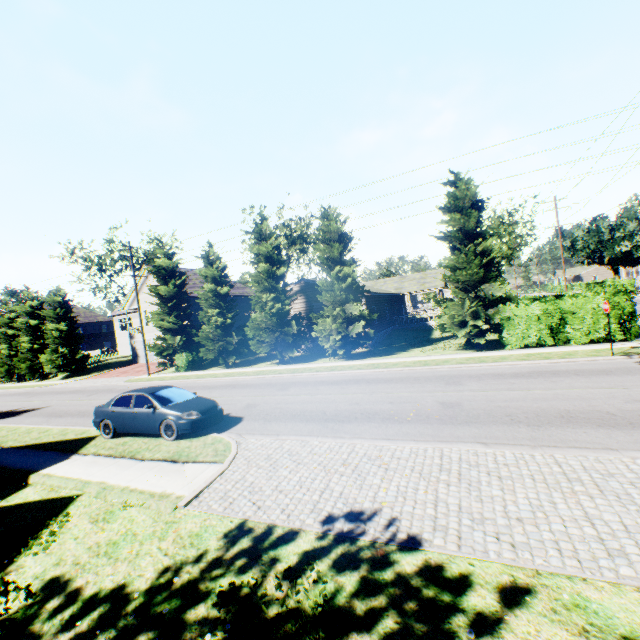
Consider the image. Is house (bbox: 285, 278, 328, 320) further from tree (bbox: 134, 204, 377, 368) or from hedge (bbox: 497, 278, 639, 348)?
hedge (bbox: 497, 278, 639, 348)

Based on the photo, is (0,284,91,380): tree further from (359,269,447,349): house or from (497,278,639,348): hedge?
(497,278,639,348): hedge

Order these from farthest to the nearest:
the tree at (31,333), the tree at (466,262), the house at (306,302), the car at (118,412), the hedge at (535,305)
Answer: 1. the tree at (31,333)
2. the house at (306,302)
3. the tree at (466,262)
4. the hedge at (535,305)
5. the car at (118,412)

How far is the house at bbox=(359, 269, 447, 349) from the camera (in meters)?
28.34

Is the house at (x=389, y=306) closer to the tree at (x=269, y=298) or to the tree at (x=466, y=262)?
the tree at (x=269, y=298)

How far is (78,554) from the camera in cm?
554

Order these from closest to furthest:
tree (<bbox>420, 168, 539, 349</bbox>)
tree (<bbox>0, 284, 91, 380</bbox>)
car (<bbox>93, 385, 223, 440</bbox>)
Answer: car (<bbox>93, 385, 223, 440</bbox>) < tree (<bbox>420, 168, 539, 349</bbox>) < tree (<bbox>0, 284, 91, 380</bbox>)

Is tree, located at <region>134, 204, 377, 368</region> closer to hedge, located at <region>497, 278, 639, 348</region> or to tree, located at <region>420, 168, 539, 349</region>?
tree, located at <region>420, 168, 539, 349</region>
